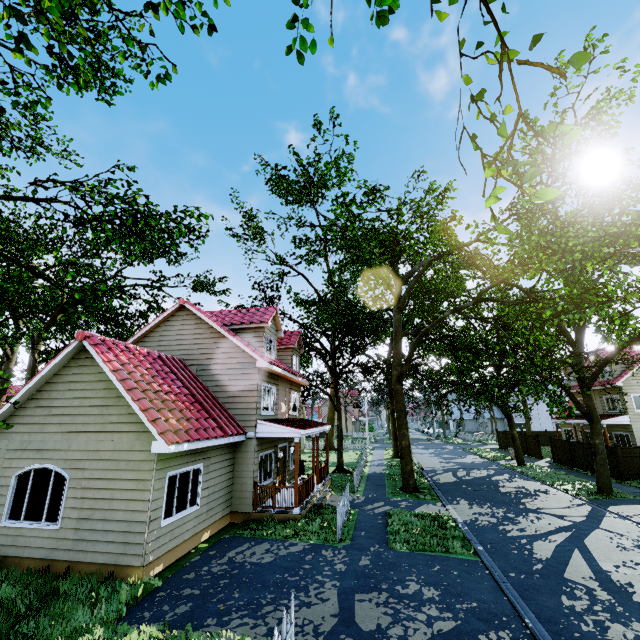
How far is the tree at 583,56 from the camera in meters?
2.2 m

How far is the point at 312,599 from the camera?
7.4 meters

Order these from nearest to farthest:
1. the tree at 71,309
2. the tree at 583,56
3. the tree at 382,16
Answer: the tree at 583,56 → the tree at 382,16 → the tree at 71,309

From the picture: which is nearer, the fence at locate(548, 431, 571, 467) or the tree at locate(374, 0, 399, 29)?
the tree at locate(374, 0, 399, 29)

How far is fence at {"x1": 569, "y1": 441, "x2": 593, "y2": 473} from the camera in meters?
23.0

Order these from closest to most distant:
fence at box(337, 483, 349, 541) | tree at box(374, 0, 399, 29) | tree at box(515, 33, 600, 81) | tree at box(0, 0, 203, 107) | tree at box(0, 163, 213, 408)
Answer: tree at box(515, 33, 600, 81)
tree at box(374, 0, 399, 29)
tree at box(0, 0, 203, 107)
tree at box(0, 163, 213, 408)
fence at box(337, 483, 349, 541)

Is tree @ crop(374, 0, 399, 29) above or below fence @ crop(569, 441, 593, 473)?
above
